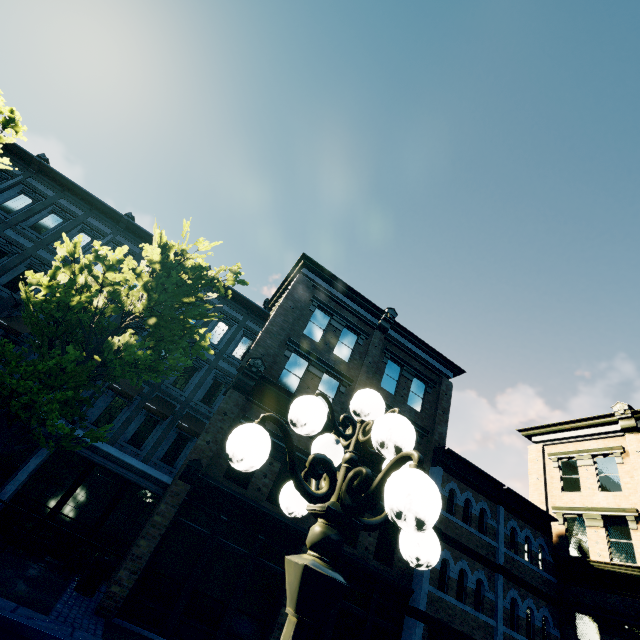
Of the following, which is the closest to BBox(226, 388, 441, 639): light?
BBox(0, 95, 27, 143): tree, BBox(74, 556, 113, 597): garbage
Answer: BBox(0, 95, 27, 143): tree

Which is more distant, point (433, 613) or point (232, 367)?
point (232, 367)

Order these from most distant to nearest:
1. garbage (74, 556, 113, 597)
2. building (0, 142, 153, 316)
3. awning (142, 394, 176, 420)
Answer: building (0, 142, 153, 316) → awning (142, 394, 176, 420) → garbage (74, 556, 113, 597)

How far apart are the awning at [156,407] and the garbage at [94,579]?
4.6 meters

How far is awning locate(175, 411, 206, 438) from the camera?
14.15m

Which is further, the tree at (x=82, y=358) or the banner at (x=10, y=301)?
the banner at (x=10, y=301)

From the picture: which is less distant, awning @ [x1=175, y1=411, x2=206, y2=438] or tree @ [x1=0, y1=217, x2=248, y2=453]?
tree @ [x1=0, y1=217, x2=248, y2=453]

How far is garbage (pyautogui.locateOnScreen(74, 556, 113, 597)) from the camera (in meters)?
9.37
